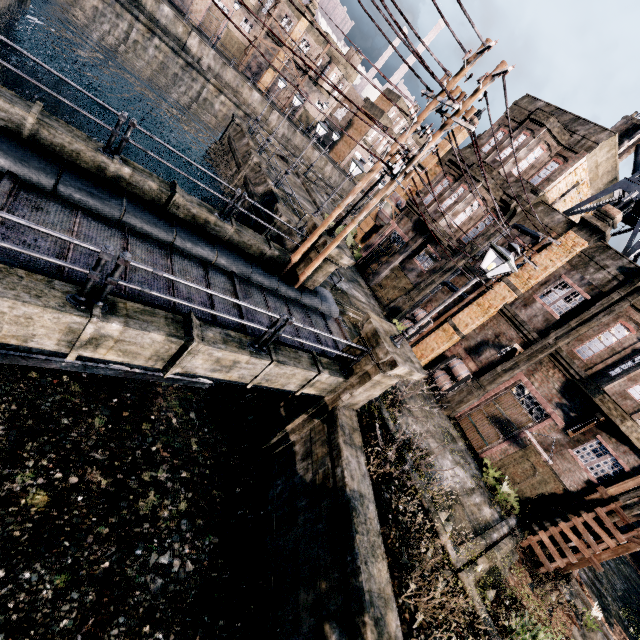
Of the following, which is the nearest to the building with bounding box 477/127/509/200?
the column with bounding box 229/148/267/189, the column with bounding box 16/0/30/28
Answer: the column with bounding box 229/148/267/189

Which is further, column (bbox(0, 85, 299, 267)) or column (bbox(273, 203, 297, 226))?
column (bbox(273, 203, 297, 226))

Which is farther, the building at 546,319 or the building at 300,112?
the building at 300,112

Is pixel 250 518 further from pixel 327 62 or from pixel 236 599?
pixel 327 62

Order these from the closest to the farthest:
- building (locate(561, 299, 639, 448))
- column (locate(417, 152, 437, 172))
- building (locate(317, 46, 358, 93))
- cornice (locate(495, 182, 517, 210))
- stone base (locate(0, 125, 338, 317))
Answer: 1. stone base (locate(0, 125, 338, 317))
2. building (locate(561, 299, 639, 448))
3. cornice (locate(495, 182, 517, 210))
4. column (locate(417, 152, 437, 172))
5. building (locate(317, 46, 358, 93))

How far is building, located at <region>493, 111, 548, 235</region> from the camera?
19.44m

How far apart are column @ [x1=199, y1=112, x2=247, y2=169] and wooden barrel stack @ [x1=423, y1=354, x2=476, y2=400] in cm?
2825

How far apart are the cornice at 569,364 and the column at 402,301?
7.5m
